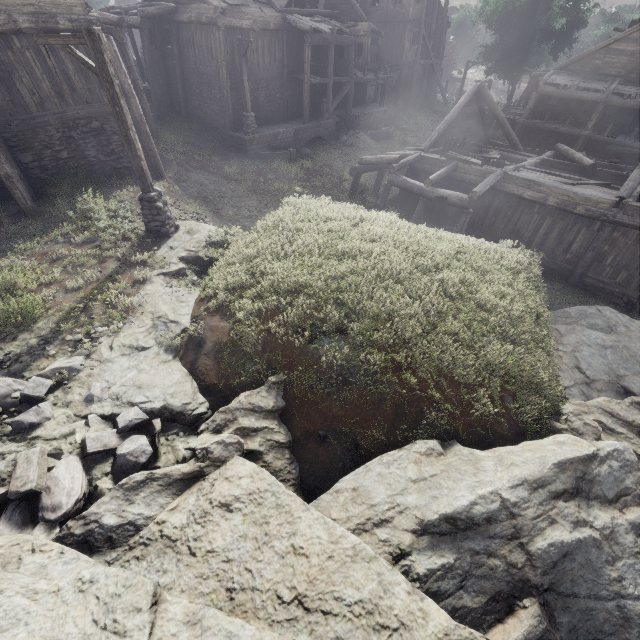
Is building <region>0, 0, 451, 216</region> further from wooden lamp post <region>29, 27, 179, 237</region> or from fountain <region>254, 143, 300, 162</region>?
wooden lamp post <region>29, 27, 179, 237</region>

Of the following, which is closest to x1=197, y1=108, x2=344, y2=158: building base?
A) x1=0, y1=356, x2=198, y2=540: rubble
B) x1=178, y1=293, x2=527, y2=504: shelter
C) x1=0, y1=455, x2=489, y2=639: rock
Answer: x1=178, y1=293, x2=527, y2=504: shelter

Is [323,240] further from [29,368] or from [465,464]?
[29,368]

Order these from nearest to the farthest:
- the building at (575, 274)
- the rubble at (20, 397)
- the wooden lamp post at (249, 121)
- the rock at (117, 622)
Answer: the rock at (117, 622)
the rubble at (20, 397)
the building at (575, 274)
the wooden lamp post at (249, 121)

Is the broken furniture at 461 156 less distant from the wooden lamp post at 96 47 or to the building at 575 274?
the building at 575 274

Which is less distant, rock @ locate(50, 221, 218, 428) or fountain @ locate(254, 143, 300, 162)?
rock @ locate(50, 221, 218, 428)

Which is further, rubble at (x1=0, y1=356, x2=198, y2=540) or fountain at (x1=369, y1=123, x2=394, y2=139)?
fountain at (x1=369, y1=123, x2=394, y2=139)

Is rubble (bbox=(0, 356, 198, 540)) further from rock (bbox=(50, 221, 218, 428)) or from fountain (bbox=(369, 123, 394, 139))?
fountain (bbox=(369, 123, 394, 139))
